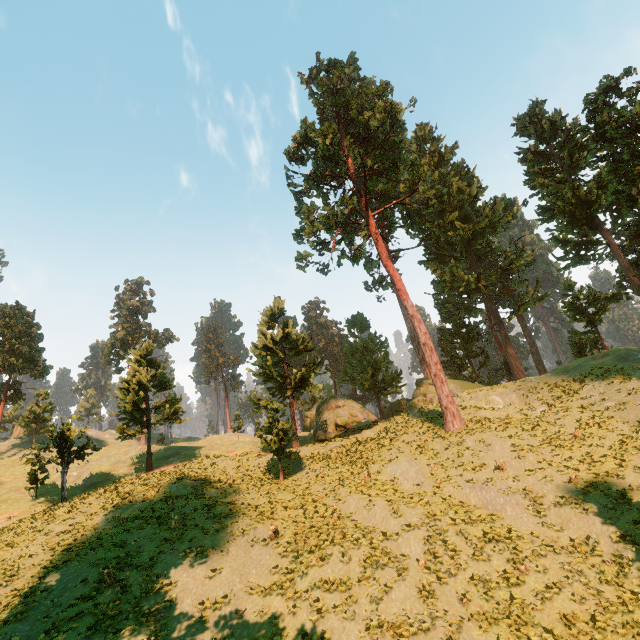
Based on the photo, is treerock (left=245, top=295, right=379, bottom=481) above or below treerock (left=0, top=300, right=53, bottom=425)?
below

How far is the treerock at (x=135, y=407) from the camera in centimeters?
3300cm

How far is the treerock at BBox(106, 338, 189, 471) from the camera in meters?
33.0

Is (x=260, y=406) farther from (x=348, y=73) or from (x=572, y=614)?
(x=348, y=73)

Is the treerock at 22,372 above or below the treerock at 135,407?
above

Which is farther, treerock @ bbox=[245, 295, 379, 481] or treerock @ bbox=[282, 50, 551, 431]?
treerock @ bbox=[282, 50, 551, 431]
